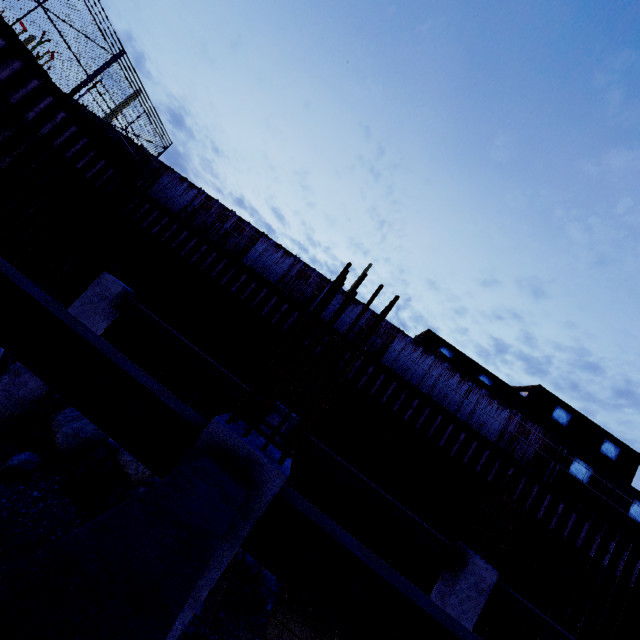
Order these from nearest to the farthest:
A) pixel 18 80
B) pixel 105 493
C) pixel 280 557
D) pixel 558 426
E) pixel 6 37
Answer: pixel 280 557 < pixel 105 493 < pixel 6 37 < pixel 18 80 < pixel 558 426

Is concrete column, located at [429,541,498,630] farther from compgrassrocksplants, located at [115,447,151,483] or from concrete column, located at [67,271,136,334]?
concrete column, located at [67,271,136,334]

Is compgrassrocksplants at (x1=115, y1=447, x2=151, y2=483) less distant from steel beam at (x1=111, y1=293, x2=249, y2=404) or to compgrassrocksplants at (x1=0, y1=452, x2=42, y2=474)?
compgrassrocksplants at (x1=0, y1=452, x2=42, y2=474)

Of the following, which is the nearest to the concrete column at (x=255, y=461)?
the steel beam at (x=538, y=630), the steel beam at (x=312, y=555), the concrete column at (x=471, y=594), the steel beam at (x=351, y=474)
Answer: the steel beam at (x=312, y=555)

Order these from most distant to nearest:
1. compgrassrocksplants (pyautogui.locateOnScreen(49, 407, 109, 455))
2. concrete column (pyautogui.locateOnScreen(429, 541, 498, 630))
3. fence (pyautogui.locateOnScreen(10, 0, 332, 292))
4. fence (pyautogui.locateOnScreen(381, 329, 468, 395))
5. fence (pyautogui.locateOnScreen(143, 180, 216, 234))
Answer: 1. fence (pyautogui.locateOnScreen(143, 180, 216, 234))
2. fence (pyautogui.locateOnScreen(381, 329, 468, 395))
3. fence (pyautogui.locateOnScreen(10, 0, 332, 292))
4. compgrassrocksplants (pyautogui.locateOnScreen(49, 407, 109, 455))
5. concrete column (pyautogui.locateOnScreen(429, 541, 498, 630))

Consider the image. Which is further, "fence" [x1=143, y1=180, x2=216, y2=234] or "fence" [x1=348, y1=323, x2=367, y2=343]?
"fence" [x1=143, y1=180, x2=216, y2=234]

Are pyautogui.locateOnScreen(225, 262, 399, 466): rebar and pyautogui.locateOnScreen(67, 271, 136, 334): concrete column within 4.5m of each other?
no

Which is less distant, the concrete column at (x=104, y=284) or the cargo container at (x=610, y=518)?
the concrete column at (x=104, y=284)
